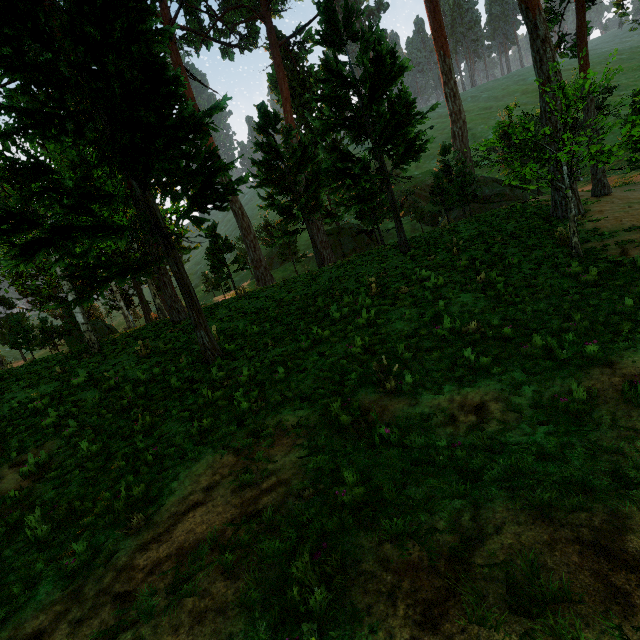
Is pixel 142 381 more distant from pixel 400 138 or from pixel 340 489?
pixel 400 138
